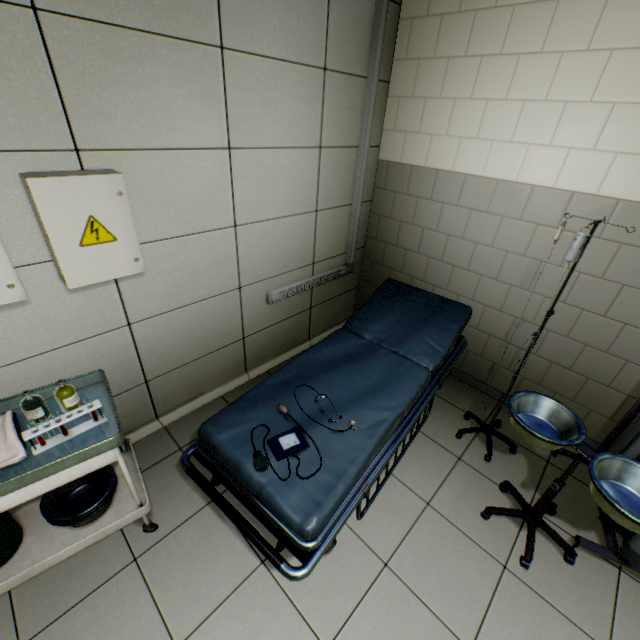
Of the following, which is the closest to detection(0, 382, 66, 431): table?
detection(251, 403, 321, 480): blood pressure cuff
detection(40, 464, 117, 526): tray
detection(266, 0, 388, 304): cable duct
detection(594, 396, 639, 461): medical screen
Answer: detection(40, 464, 117, 526): tray

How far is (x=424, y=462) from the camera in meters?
2.4

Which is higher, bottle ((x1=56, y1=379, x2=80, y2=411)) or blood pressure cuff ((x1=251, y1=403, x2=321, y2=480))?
bottle ((x1=56, y1=379, x2=80, y2=411))

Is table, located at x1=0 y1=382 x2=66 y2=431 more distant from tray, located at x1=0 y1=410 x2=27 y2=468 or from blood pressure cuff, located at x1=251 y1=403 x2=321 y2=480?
blood pressure cuff, located at x1=251 y1=403 x2=321 y2=480

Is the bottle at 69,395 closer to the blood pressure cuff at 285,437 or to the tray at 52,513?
the tray at 52,513

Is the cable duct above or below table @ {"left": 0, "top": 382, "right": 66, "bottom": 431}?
above

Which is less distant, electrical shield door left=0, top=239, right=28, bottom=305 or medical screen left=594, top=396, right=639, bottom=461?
electrical shield door left=0, top=239, right=28, bottom=305

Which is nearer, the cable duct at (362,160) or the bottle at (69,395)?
the bottle at (69,395)
